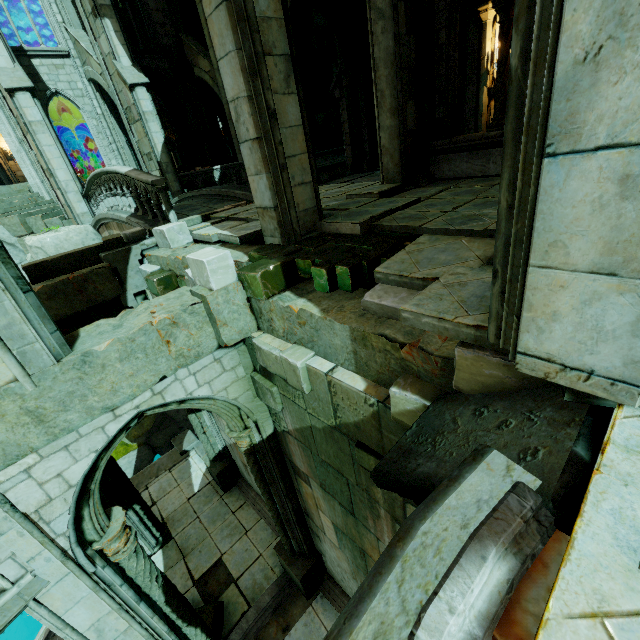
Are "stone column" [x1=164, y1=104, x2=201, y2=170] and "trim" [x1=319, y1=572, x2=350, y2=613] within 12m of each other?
no

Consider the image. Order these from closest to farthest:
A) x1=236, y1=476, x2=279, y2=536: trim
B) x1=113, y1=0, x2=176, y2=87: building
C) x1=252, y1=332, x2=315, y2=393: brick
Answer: x1=252, y1=332, x2=315, y2=393: brick, x1=236, y1=476, x2=279, y2=536: trim, x1=113, y1=0, x2=176, y2=87: building

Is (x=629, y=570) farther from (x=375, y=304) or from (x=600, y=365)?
(x=375, y=304)

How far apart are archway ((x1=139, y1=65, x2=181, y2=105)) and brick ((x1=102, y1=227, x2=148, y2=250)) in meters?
16.1

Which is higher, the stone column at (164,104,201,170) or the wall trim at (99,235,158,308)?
the stone column at (164,104,201,170)

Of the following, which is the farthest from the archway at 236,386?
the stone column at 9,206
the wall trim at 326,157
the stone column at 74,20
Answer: the stone column at 74,20

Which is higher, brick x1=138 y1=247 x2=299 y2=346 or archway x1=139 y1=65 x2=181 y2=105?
archway x1=139 y1=65 x2=181 y2=105

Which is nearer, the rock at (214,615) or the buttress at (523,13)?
the buttress at (523,13)
